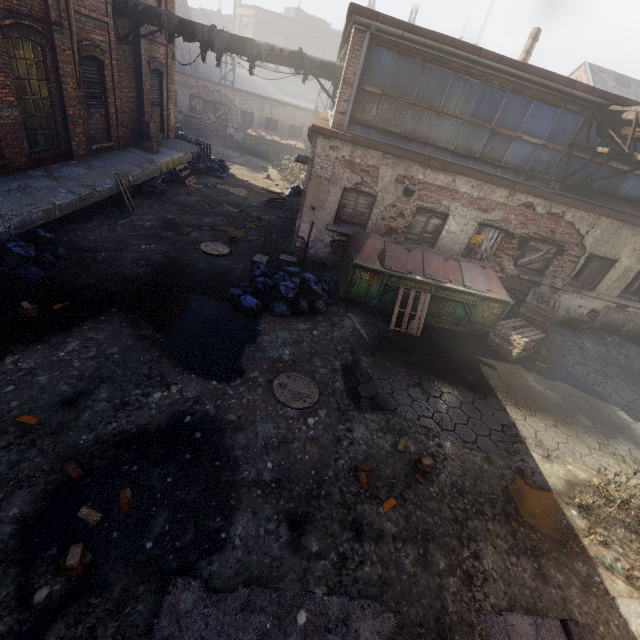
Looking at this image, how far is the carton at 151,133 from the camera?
13.2 meters

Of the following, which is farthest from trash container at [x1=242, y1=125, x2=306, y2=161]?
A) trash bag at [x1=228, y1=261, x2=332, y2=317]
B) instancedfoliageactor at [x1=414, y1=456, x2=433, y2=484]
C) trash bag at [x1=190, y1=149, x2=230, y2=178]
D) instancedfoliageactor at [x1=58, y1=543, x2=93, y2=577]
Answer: instancedfoliageactor at [x1=58, y1=543, x2=93, y2=577]

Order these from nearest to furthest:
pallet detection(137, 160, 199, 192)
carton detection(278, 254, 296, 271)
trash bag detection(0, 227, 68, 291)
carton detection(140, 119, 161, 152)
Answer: trash bag detection(0, 227, 68, 291)
carton detection(278, 254, 296, 271)
pallet detection(137, 160, 199, 192)
carton detection(140, 119, 161, 152)

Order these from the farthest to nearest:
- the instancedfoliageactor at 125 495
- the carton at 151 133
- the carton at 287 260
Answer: the carton at 151 133
the carton at 287 260
the instancedfoliageactor at 125 495

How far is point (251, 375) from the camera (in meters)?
5.83

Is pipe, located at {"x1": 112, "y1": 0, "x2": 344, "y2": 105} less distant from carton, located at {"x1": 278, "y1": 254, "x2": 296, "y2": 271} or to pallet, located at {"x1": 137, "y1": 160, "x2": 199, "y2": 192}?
pallet, located at {"x1": 137, "y1": 160, "x2": 199, "y2": 192}

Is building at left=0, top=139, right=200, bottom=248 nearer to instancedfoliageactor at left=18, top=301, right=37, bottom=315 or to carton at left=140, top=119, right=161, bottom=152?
carton at left=140, top=119, right=161, bottom=152

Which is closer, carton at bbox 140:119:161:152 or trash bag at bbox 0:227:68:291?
trash bag at bbox 0:227:68:291
